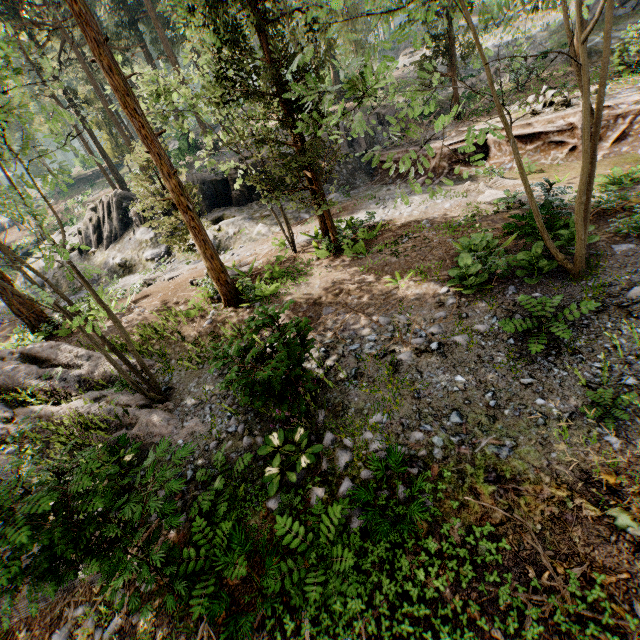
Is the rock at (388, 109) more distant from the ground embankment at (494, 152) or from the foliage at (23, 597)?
the foliage at (23, 597)

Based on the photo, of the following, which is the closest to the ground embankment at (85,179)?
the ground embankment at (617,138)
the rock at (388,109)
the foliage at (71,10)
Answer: the foliage at (71,10)

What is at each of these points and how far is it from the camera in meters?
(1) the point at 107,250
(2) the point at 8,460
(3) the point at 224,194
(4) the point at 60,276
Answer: (1) rock, 23.3 m
(2) foliage, 8.9 m
(3) rock, 23.5 m
(4) rock, 24.0 m

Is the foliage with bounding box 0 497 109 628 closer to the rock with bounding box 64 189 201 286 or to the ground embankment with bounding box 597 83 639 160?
the ground embankment with bounding box 597 83 639 160

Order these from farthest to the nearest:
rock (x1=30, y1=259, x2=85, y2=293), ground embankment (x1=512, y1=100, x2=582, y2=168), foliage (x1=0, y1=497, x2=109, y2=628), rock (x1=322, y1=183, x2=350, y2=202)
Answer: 1. rock (x1=30, y1=259, x2=85, y2=293)
2. rock (x1=322, y1=183, x2=350, y2=202)
3. ground embankment (x1=512, y1=100, x2=582, y2=168)
4. foliage (x1=0, y1=497, x2=109, y2=628)

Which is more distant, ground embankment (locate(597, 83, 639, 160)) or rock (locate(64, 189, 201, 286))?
rock (locate(64, 189, 201, 286))

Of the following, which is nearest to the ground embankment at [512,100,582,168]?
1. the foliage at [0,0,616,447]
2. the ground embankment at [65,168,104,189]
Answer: the foliage at [0,0,616,447]

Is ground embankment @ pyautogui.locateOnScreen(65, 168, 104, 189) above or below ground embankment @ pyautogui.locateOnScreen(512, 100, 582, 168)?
above
